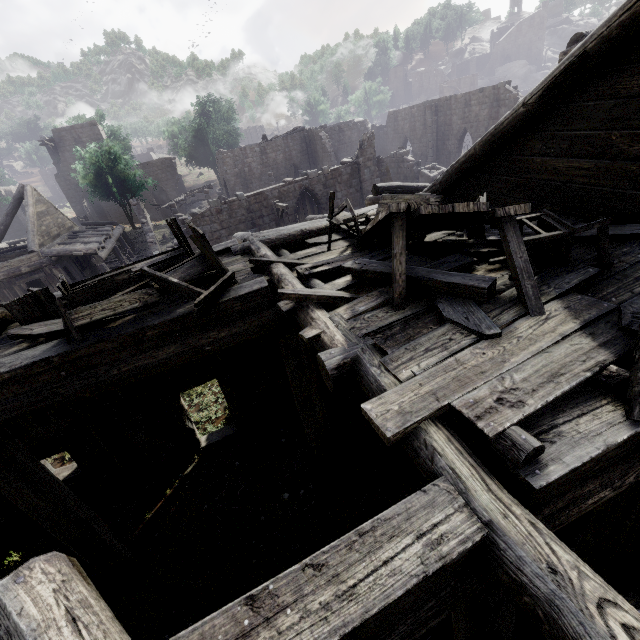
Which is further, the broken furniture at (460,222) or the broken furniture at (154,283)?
the broken furniture at (154,283)

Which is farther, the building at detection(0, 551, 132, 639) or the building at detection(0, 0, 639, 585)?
the building at detection(0, 0, 639, 585)

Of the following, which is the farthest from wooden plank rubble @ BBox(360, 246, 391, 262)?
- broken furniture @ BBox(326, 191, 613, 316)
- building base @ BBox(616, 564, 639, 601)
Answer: building base @ BBox(616, 564, 639, 601)

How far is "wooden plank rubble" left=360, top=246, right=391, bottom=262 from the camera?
5.09m

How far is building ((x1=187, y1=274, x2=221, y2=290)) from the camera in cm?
560

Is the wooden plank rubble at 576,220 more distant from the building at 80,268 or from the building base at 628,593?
the building base at 628,593

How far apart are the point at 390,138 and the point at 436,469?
43.7m

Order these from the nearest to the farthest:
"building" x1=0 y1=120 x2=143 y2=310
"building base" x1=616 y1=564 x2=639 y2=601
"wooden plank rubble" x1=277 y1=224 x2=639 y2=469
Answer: "wooden plank rubble" x1=277 y1=224 x2=639 y2=469, "building base" x1=616 y1=564 x2=639 y2=601, "building" x1=0 y1=120 x2=143 y2=310
